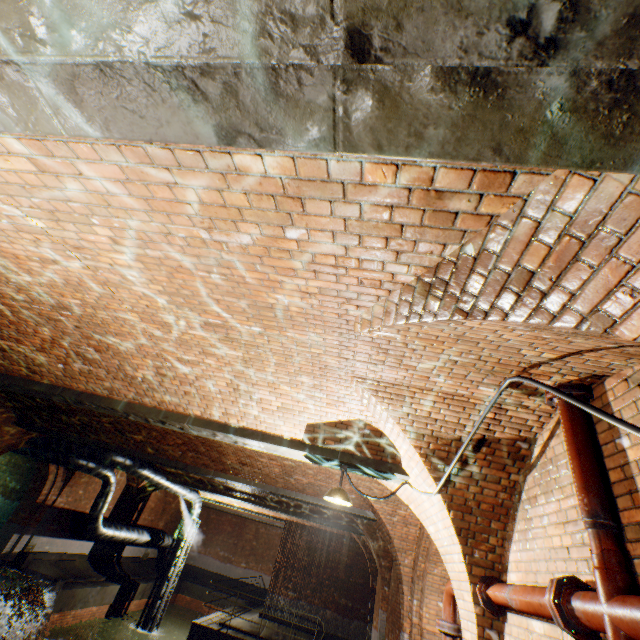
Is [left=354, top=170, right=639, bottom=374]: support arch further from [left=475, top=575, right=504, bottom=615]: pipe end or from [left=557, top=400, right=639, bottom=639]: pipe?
[left=475, top=575, right=504, bottom=615]: pipe end

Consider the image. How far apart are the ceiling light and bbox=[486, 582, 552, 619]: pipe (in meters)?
1.78

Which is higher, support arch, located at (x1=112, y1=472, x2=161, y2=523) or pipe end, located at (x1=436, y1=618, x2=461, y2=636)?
support arch, located at (x1=112, y1=472, x2=161, y2=523)

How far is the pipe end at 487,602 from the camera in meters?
3.6

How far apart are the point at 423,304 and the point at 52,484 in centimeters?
1813cm

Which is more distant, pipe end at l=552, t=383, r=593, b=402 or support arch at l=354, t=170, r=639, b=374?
pipe end at l=552, t=383, r=593, b=402

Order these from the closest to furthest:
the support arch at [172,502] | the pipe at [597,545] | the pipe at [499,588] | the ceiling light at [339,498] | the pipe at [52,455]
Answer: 1. the pipe at [597,545]
2. the pipe at [499,588]
3. the ceiling light at [339,498]
4. the pipe at [52,455]
5. the support arch at [172,502]

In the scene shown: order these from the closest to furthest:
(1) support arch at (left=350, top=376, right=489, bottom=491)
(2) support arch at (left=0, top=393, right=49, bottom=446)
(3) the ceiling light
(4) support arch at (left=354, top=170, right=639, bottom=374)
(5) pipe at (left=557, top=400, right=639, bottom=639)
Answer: (4) support arch at (left=354, top=170, right=639, bottom=374) < (5) pipe at (left=557, top=400, right=639, bottom=639) < (1) support arch at (left=350, top=376, right=489, bottom=491) < (3) the ceiling light < (2) support arch at (left=0, top=393, right=49, bottom=446)
